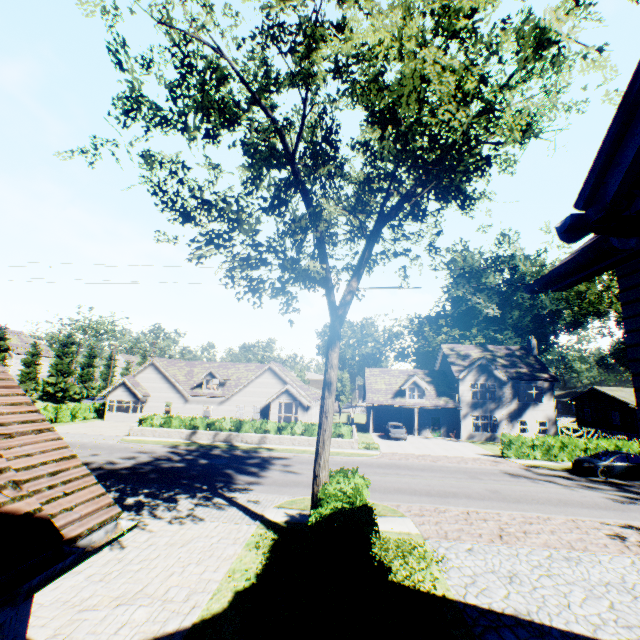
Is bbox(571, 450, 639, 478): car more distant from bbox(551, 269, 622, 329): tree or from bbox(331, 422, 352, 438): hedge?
bbox(331, 422, 352, 438): hedge

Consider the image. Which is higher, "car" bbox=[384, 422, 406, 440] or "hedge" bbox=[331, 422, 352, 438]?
"hedge" bbox=[331, 422, 352, 438]

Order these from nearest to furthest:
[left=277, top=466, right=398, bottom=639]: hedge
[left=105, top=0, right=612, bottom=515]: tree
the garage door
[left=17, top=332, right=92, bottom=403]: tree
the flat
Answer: [left=277, top=466, right=398, bottom=639]: hedge → [left=105, top=0, right=612, bottom=515]: tree → the garage door → the flat → [left=17, top=332, right=92, bottom=403]: tree

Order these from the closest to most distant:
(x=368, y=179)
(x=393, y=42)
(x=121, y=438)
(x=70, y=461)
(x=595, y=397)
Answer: (x=70, y=461), (x=393, y=42), (x=368, y=179), (x=121, y=438), (x=595, y=397)

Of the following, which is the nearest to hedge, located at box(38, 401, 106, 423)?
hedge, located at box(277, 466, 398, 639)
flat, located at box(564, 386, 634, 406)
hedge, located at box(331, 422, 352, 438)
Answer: hedge, located at box(277, 466, 398, 639)

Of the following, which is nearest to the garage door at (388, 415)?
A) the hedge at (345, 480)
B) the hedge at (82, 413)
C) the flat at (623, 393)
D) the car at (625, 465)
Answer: the car at (625, 465)

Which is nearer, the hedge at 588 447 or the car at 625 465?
the car at 625 465

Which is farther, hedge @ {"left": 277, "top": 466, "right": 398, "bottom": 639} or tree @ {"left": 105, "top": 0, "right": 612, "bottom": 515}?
tree @ {"left": 105, "top": 0, "right": 612, "bottom": 515}
